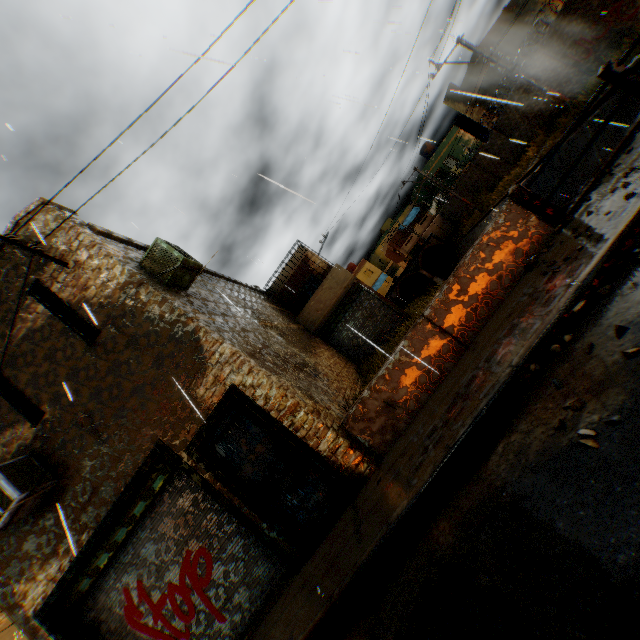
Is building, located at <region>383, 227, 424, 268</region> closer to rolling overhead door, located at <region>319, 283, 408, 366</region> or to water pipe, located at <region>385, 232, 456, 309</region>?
water pipe, located at <region>385, 232, 456, 309</region>

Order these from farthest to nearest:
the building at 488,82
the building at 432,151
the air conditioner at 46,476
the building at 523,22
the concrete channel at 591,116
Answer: the building at 432,151 < the building at 488,82 < the building at 523,22 < the concrete channel at 591,116 < the air conditioner at 46,476

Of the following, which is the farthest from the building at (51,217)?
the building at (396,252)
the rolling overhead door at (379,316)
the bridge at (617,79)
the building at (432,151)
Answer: the building at (396,252)

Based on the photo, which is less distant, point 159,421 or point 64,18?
point 64,18

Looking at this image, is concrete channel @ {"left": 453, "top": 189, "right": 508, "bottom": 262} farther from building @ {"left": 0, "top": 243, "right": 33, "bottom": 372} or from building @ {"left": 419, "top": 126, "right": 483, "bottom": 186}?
building @ {"left": 419, "top": 126, "right": 483, "bottom": 186}

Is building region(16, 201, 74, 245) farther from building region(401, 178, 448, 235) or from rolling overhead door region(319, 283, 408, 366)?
building region(401, 178, 448, 235)

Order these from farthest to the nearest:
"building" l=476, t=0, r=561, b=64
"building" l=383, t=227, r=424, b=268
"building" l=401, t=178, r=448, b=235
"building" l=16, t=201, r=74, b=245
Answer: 1. "building" l=383, t=227, r=424, b=268
2. "building" l=401, t=178, r=448, b=235
3. "building" l=476, t=0, r=561, b=64
4. "building" l=16, t=201, r=74, b=245

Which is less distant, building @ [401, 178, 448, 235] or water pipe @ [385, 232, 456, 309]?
water pipe @ [385, 232, 456, 309]
